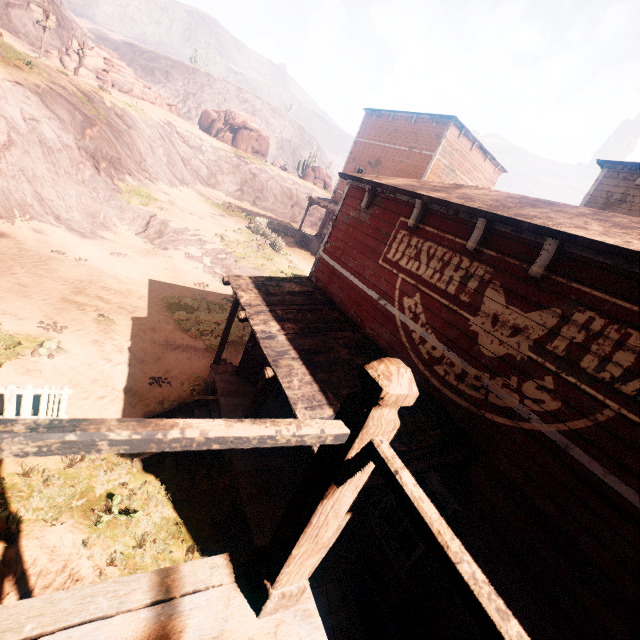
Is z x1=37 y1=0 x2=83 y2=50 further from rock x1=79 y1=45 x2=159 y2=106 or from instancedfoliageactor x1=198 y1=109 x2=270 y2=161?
rock x1=79 y1=45 x2=159 y2=106

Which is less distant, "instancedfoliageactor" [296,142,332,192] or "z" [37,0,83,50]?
"z" [37,0,83,50]

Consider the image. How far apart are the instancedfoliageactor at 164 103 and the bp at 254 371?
47.7m

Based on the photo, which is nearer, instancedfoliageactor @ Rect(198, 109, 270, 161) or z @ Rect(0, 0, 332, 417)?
z @ Rect(0, 0, 332, 417)

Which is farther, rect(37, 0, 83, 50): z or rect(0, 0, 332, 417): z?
rect(37, 0, 83, 50): z

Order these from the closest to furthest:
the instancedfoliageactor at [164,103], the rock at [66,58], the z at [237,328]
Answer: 1. the z at [237,328]
2. the rock at [66,58]
3. the instancedfoliageactor at [164,103]

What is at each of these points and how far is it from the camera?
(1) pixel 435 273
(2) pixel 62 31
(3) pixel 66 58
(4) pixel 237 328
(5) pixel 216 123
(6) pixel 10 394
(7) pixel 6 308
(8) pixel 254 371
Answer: (1) building, 5.6 meters
(2) z, 37.3 meters
(3) rock, 32.2 meters
(4) z, 13.9 meters
(5) instancedfoliageactor, 48.6 meters
(6) fence, 6.2 meters
(7) z, 9.4 meters
(8) bp, 9.2 meters

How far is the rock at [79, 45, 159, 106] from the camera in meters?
32.9 m
